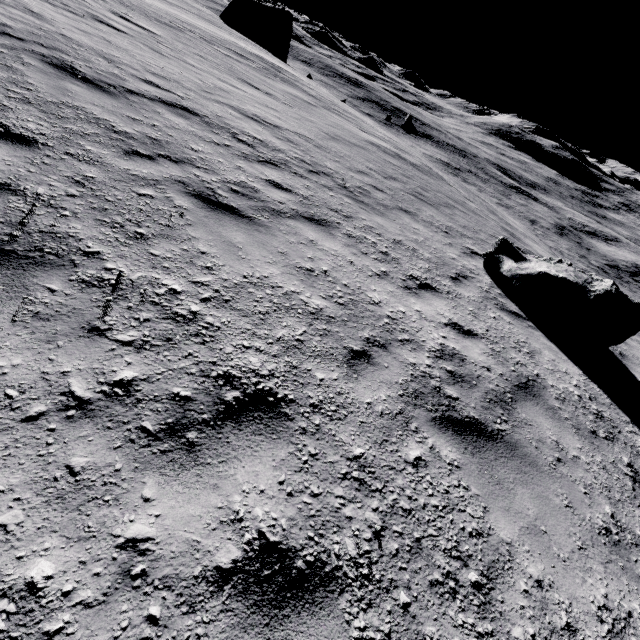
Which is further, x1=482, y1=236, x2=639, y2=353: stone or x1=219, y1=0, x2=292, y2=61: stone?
x1=219, y1=0, x2=292, y2=61: stone

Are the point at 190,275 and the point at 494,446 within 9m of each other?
yes

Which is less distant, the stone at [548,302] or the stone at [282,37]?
the stone at [548,302]
